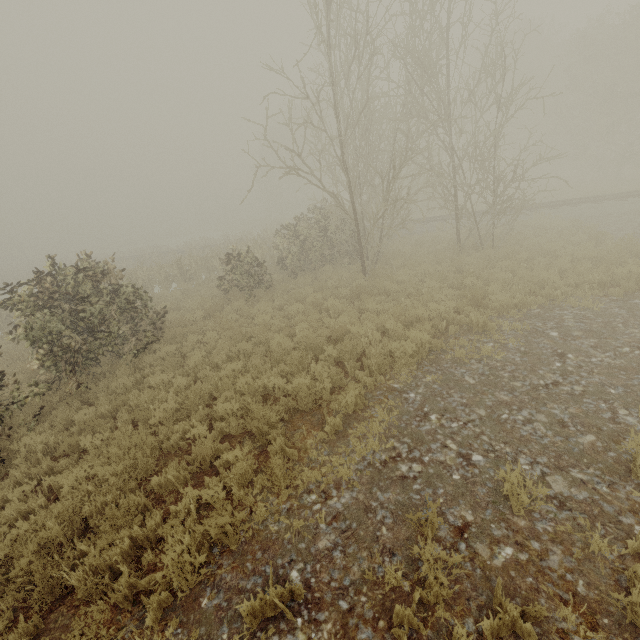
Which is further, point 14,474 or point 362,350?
point 362,350
